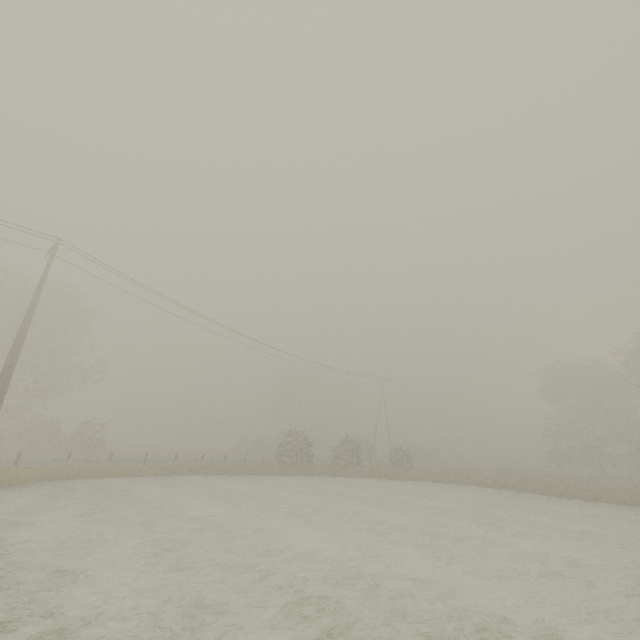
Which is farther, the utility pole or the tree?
the tree

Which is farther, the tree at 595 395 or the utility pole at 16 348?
the tree at 595 395

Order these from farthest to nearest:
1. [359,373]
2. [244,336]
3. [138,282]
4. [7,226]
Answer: [359,373] < [244,336] < [138,282] < [7,226]
